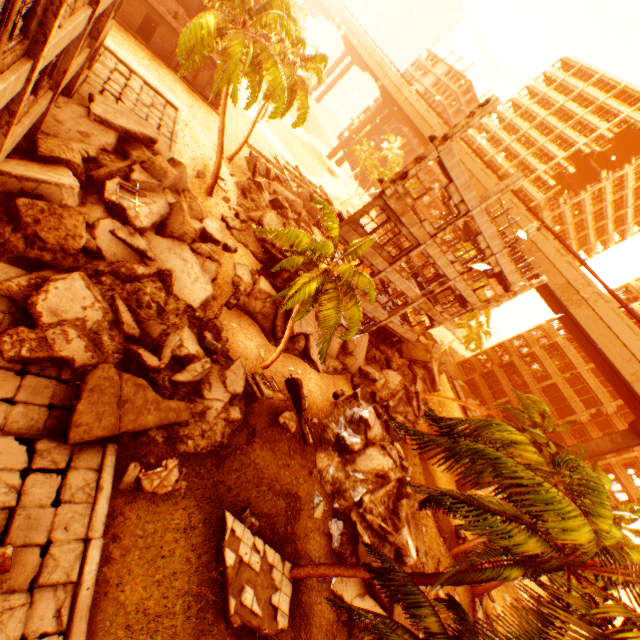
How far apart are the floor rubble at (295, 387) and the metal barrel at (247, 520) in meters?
3.1 m

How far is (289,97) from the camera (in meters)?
25.73

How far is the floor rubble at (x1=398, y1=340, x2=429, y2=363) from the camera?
31.5 meters

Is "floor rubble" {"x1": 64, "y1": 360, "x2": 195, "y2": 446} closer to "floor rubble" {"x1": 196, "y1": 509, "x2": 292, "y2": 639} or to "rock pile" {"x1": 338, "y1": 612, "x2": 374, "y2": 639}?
"rock pile" {"x1": 338, "y1": 612, "x2": 374, "y2": 639}

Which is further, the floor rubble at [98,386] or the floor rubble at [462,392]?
the floor rubble at [462,392]

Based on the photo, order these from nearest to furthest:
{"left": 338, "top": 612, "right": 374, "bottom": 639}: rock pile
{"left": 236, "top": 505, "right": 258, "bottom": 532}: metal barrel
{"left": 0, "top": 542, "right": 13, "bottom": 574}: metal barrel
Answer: {"left": 0, "top": 542, "right": 13, "bottom": 574}: metal barrel < {"left": 236, "top": 505, "right": 258, "bottom": 532}: metal barrel < {"left": 338, "top": 612, "right": 374, "bottom": 639}: rock pile

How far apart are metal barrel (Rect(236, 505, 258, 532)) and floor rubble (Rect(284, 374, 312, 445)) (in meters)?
3.08

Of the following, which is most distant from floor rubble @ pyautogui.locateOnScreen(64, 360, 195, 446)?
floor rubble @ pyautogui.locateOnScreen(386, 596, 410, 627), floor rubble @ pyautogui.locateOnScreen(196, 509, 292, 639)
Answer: floor rubble @ pyautogui.locateOnScreen(386, 596, 410, 627)
